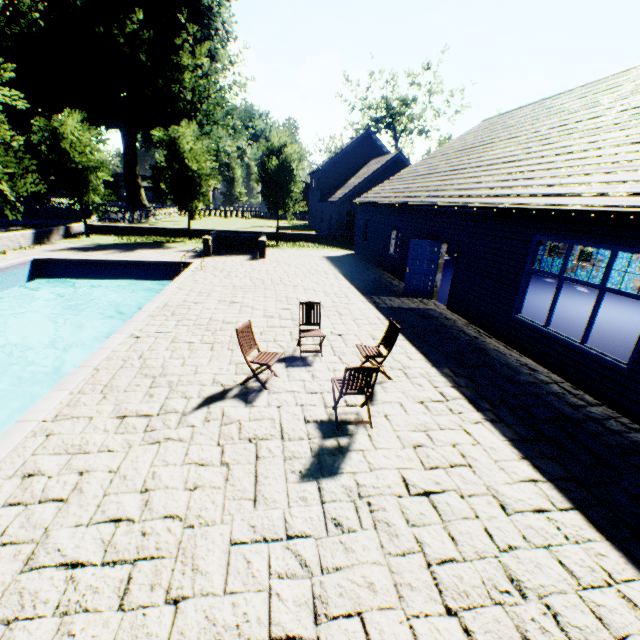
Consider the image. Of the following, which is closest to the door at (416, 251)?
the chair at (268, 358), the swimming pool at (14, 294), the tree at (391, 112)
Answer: the chair at (268, 358)

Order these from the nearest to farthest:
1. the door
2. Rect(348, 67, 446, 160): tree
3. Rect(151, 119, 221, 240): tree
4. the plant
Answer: the door < Rect(151, 119, 221, 240): tree < the plant < Rect(348, 67, 446, 160): tree

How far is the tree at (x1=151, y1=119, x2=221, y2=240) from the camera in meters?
21.3

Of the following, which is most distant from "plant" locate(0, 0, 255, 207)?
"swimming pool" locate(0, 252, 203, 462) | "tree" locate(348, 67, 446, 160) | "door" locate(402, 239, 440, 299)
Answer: "door" locate(402, 239, 440, 299)

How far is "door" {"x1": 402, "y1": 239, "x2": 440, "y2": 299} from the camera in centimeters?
1184cm

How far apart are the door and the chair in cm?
771

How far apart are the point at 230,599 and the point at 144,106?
44.2m

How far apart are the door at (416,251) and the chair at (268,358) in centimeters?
771cm
